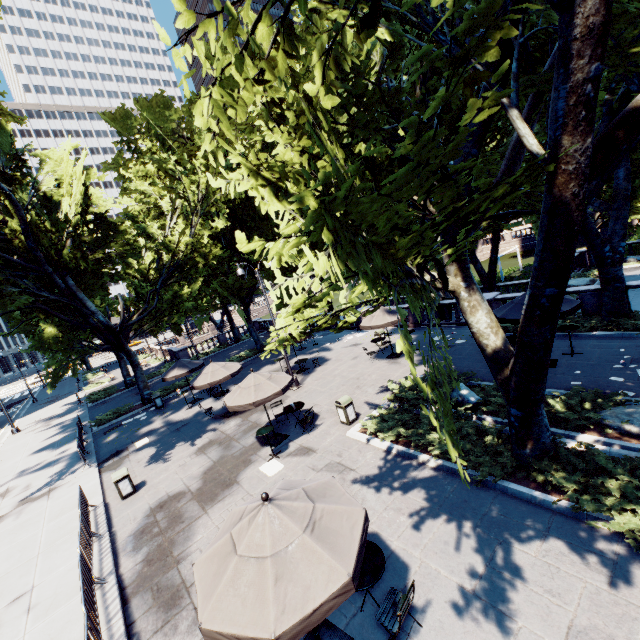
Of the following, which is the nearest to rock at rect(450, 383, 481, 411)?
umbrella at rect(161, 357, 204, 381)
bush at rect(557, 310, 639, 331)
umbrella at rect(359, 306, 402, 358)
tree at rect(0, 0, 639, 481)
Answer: tree at rect(0, 0, 639, 481)

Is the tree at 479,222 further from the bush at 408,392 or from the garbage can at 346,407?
the garbage can at 346,407

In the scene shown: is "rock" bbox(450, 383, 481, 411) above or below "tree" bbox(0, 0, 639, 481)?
below

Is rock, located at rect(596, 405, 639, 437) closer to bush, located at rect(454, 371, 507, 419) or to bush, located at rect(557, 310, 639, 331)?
bush, located at rect(454, 371, 507, 419)

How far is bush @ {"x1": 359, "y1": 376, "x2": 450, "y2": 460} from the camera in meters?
9.5

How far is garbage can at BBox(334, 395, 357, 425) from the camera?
12.38m

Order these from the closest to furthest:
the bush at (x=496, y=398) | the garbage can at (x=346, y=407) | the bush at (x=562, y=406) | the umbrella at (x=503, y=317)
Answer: the bush at (x=562, y=406) → the bush at (x=496, y=398) → the umbrella at (x=503, y=317) → the garbage can at (x=346, y=407)

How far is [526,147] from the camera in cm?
533
